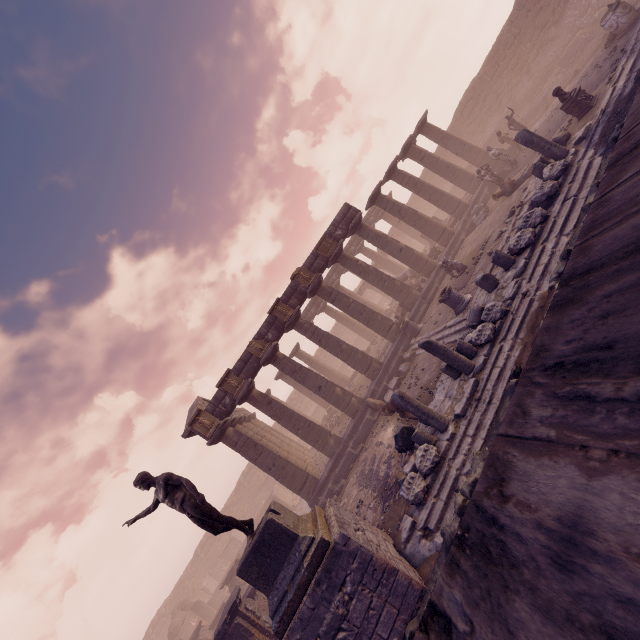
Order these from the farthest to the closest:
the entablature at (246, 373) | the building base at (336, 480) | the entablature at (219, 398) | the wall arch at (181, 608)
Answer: the wall arch at (181, 608)
the entablature at (246, 373)
the entablature at (219, 398)
the building base at (336, 480)

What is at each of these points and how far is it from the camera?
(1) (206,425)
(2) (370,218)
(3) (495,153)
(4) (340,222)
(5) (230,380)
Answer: (1) relief sculpture, 15.0 meters
(2) entablature, 30.6 meters
(3) sculpture, 17.5 meters
(4) entablature, 18.5 meters
(5) relief sculpture, 15.7 meters

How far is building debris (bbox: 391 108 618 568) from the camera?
7.1m

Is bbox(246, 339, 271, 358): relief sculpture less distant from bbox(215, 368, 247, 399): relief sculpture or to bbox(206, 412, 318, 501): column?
bbox(215, 368, 247, 399): relief sculpture

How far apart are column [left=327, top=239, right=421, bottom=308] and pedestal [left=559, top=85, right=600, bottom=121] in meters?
9.2 m

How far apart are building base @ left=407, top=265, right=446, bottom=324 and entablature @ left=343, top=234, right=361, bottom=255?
5.3 meters

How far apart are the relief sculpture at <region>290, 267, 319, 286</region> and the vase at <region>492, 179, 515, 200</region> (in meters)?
9.12

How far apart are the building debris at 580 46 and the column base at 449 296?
17.76m
